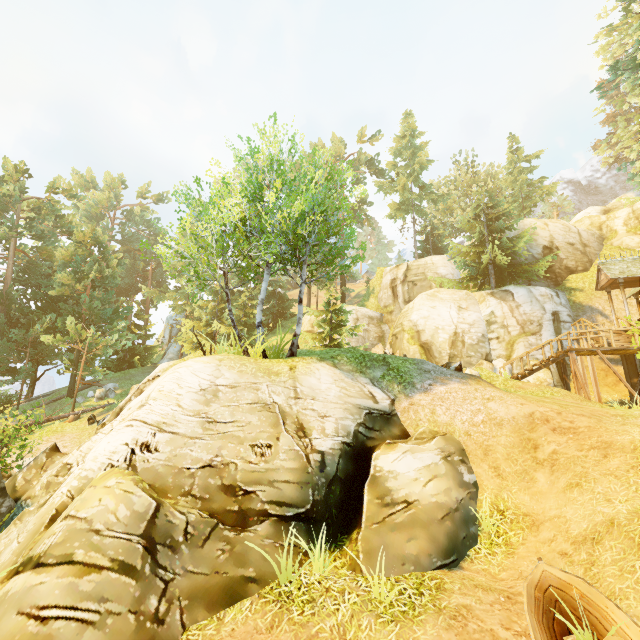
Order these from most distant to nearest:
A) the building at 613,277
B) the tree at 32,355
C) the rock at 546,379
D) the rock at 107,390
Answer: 1. the rock at 107,390
2. the rock at 546,379
3. the building at 613,277
4. the tree at 32,355

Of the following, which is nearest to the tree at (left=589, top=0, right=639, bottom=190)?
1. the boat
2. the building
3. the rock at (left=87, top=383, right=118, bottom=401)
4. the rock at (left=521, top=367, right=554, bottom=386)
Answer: the rock at (left=87, top=383, right=118, bottom=401)

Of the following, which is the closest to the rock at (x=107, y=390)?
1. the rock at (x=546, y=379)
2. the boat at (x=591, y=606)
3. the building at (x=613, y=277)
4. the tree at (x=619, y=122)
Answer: the tree at (x=619, y=122)

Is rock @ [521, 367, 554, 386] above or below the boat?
above

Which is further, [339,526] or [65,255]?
[65,255]

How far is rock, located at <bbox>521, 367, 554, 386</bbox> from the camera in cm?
1994

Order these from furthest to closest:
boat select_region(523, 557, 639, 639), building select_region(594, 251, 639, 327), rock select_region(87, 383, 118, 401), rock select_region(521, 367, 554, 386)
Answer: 1. rock select_region(87, 383, 118, 401)
2. rock select_region(521, 367, 554, 386)
3. building select_region(594, 251, 639, 327)
4. boat select_region(523, 557, 639, 639)
